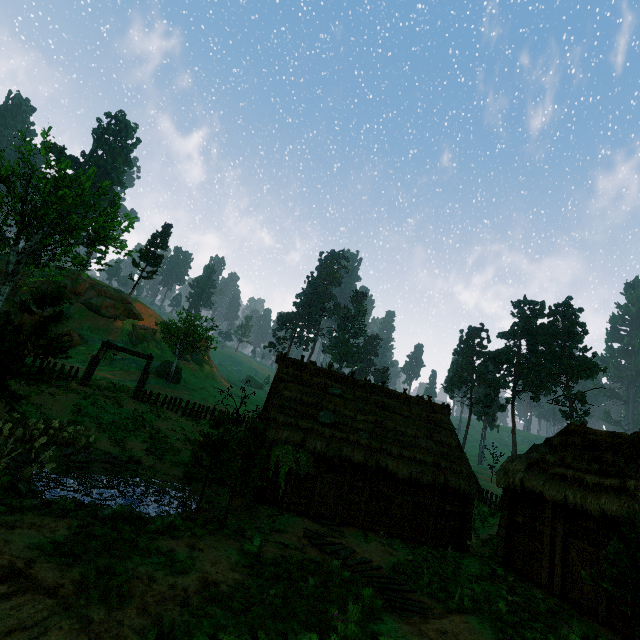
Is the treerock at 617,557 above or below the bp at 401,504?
above

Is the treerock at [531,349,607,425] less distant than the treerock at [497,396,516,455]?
Yes

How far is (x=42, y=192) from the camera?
20.1m

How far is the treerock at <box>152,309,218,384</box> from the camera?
41.2 meters

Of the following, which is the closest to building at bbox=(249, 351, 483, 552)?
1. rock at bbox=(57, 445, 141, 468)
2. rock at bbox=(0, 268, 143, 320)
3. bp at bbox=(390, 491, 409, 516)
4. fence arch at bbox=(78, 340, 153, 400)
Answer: bp at bbox=(390, 491, 409, 516)

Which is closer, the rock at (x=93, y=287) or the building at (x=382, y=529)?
the building at (x=382, y=529)

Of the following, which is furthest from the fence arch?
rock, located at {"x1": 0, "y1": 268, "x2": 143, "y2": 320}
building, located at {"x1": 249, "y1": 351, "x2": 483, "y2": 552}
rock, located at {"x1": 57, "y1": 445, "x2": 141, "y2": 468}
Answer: rock, located at {"x1": 0, "y1": 268, "x2": 143, "y2": 320}

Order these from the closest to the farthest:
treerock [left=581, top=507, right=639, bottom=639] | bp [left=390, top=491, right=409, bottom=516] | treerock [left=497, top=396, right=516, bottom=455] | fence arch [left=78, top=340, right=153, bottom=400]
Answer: treerock [left=581, top=507, right=639, bottom=639]
bp [left=390, top=491, right=409, bottom=516]
fence arch [left=78, top=340, right=153, bottom=400]
treerock [left=497, top=396, right=516, bottom=455]
